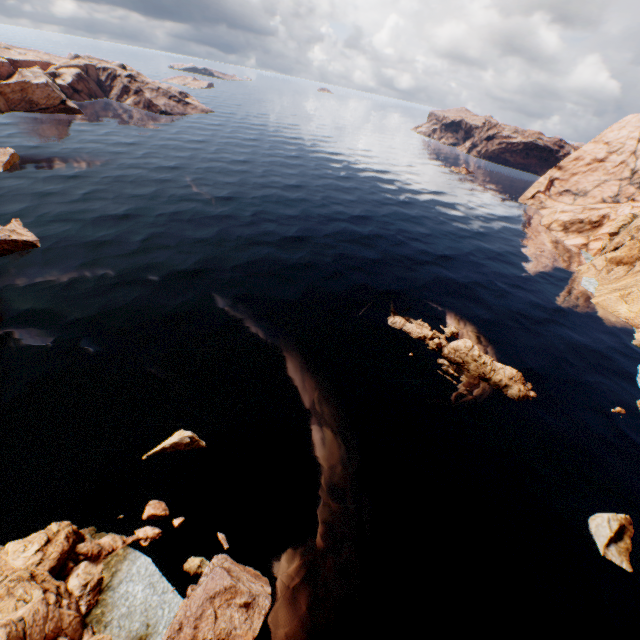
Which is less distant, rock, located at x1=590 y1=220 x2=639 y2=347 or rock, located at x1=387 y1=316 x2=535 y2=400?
rock, located at x1=387 y1=316 x2=535 y2=400

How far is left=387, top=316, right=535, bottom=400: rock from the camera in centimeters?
3456cm

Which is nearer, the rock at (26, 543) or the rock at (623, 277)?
the rock at (26, 543)

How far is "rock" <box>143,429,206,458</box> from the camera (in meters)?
23.96

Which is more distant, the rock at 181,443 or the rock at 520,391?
the rock at 520,391

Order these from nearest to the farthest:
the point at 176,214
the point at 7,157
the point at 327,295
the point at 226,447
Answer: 1. the point at 226,447
2. the point at 327,295
3. the point at 176,214
4. the point at 7,157
